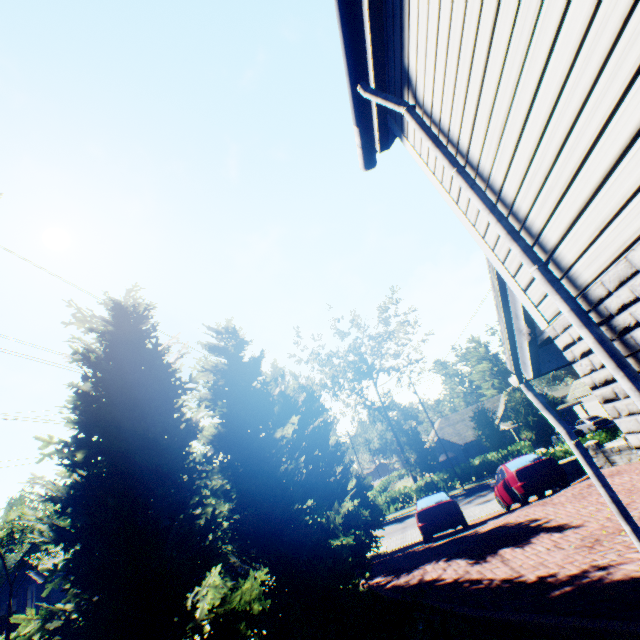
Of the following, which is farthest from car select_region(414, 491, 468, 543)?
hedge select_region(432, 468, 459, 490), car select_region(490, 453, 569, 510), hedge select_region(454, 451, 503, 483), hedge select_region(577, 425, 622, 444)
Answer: hedge select_region(454, 451, 503, 483)

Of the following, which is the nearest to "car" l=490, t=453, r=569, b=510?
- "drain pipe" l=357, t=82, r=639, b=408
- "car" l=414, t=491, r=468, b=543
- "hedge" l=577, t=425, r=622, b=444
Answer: "car" l=414, t=491, r=468, b=543

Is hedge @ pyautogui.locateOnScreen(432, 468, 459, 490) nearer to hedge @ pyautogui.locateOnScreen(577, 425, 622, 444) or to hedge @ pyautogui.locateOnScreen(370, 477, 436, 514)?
hedge @ pyautogui.locateOnScreen(577, 425, 622, 444)

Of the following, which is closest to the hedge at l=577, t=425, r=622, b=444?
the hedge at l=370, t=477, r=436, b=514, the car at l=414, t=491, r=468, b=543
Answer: the car at l=414, t=491, r=468, b=543

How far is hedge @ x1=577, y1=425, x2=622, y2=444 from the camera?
18.8m

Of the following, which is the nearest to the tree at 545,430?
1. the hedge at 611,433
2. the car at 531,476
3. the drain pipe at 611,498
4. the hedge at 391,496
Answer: the hedge at 391,496

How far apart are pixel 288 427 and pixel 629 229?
16.4m

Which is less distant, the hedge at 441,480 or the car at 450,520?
the car at 450,520
